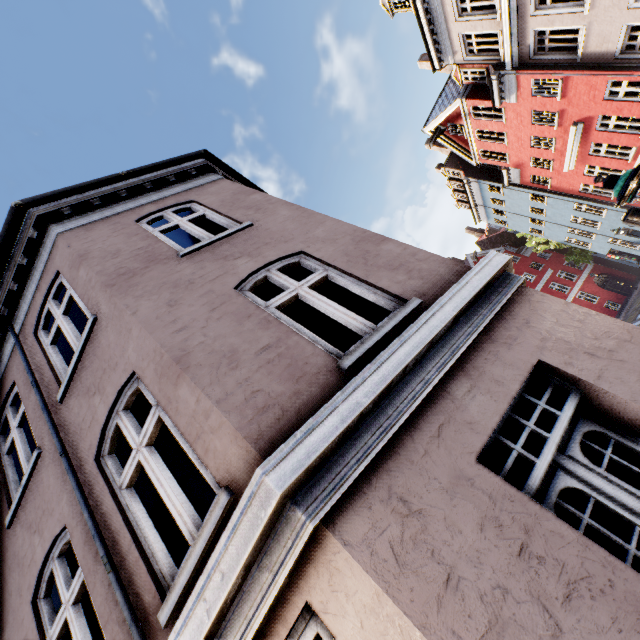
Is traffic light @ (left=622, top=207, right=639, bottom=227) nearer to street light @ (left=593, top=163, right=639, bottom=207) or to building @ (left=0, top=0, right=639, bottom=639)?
street light @ (left=593, top=163, right=639, bottom=207)

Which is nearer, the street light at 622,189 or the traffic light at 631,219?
the street light at 622,189

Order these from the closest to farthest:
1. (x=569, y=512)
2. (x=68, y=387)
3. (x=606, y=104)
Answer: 1. (x=569, y=512)
2. (x=68, y=387)
3. (x=606, y=104)

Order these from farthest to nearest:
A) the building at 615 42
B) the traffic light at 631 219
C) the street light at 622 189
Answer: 1. the traffic light at 631 219
2. the street light at 622 189
3. the building at 615 42

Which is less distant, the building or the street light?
the building

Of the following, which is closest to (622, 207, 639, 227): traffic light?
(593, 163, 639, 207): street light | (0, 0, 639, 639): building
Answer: (593, 163, 639, 207): street light

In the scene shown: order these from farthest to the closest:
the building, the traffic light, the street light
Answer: the traffic light, the street light, the building

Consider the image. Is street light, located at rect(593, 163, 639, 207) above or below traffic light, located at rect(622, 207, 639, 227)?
above
